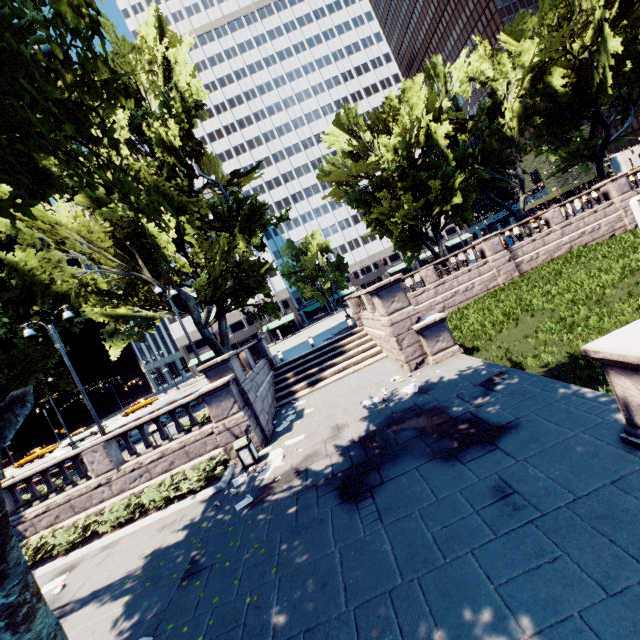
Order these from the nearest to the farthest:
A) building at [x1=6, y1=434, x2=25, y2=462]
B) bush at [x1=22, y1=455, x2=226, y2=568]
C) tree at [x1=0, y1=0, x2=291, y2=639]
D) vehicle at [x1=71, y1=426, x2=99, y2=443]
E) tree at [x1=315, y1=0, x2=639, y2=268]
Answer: tree at [x1=0, y1=0, x2=291, y2=639], bush at [x1=22, y1=455, x2=226, y2=568], tree at [x1=315, y1=0, x2=639, y2=268], vehicle at [x1=71, y1=426, x2=99, y2=443], building at [x1=6, y1=434, x2=25, y2=462]

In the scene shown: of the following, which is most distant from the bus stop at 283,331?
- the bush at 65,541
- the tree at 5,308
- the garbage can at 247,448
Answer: the garbage can at 247,448

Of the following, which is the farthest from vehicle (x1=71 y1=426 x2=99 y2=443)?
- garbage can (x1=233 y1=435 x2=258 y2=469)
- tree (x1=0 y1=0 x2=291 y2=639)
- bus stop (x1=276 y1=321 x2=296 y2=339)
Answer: garbage can (x1=233 y1=435 x2=258 y2=469)

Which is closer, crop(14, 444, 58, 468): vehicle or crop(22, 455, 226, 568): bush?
crop(22, 455, 226, 568): bush

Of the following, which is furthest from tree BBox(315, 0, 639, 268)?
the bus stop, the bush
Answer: the bus stop

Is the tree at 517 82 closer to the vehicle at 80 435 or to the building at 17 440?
the vehicle at 80 435

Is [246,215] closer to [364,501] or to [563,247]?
[364,501]

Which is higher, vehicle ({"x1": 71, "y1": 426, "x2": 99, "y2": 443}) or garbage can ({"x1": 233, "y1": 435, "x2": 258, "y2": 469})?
vehicle ({"x1": 71, "y1": 426, "x2": 99, "y2": 443})
